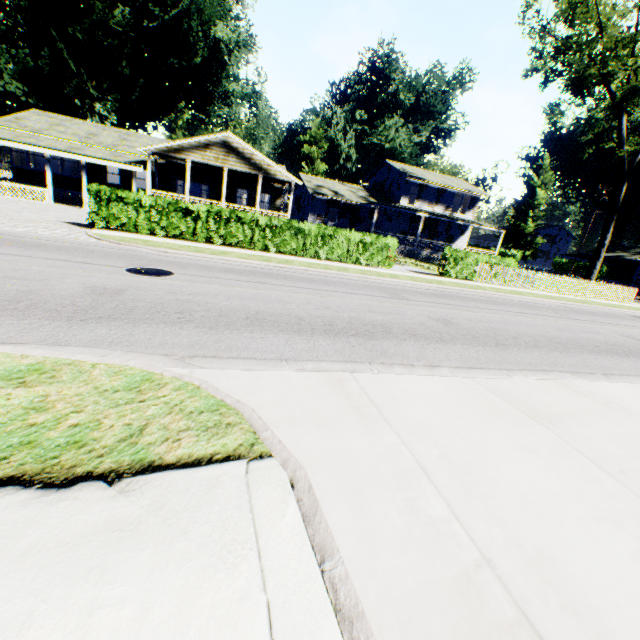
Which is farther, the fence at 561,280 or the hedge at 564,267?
the hedge at 564,267

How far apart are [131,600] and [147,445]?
1.1 meters

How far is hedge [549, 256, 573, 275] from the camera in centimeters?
4456cm

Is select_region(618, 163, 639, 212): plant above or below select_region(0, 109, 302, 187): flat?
above

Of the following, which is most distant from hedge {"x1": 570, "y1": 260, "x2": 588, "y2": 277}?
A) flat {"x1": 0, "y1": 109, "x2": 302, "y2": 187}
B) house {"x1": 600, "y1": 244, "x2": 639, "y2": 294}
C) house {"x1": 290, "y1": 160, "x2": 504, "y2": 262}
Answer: flat {"x1": 0, "y1": 109, "x2": 302, "y2": 187}

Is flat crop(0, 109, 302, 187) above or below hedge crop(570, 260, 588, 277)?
above

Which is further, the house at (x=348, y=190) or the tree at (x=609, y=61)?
the house at (x=348, y=190)
